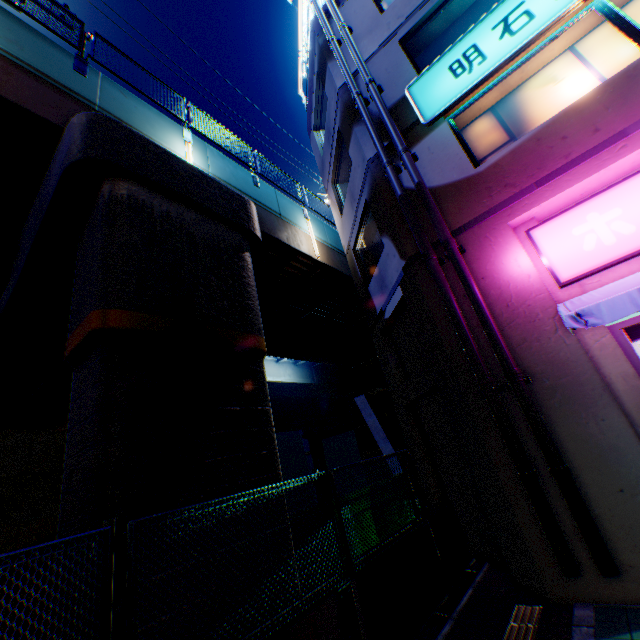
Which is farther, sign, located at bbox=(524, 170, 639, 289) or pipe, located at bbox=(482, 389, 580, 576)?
sign, located at bbox=(524, 170, 639, 289)

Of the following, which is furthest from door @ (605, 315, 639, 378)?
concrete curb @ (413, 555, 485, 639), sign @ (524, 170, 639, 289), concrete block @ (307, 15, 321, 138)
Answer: concrete block @ (307, 15, 321, 138)

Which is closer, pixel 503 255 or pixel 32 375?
pixel 503 255

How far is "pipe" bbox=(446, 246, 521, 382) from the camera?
4.86m

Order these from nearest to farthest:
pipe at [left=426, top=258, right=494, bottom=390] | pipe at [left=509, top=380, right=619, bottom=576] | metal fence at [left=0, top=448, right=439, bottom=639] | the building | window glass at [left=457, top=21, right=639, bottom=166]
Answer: metal fence at [left=0, top=448, right=439, bottom=639]
pipe at [left=509, top=380, right=619, bottom=576]
the building
pipe at [left=426, top=258, right=494, bottom=390]
window glass at [left=457, top=21, right=639, bottom=166]

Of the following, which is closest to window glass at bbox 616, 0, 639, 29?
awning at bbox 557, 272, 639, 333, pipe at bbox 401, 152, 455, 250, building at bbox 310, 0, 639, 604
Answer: building at bbox 310, 0, 639, 604

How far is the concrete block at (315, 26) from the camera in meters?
10.6 m

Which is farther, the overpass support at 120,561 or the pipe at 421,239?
the pipe at 421,239
